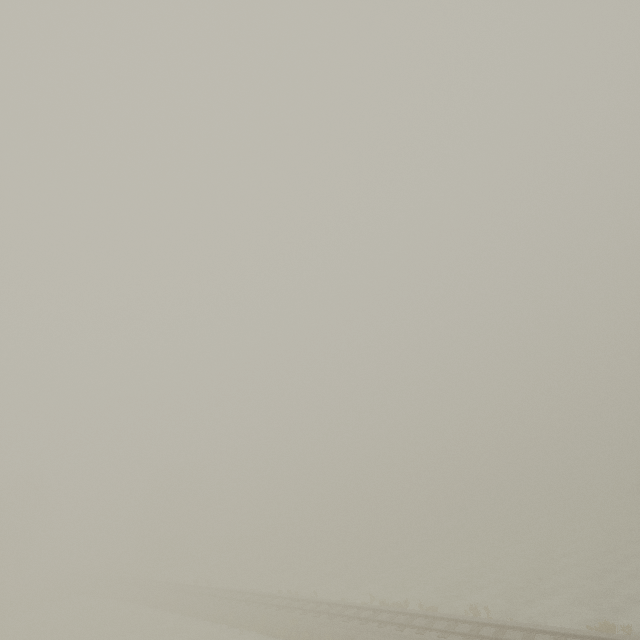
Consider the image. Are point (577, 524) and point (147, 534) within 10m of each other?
no
